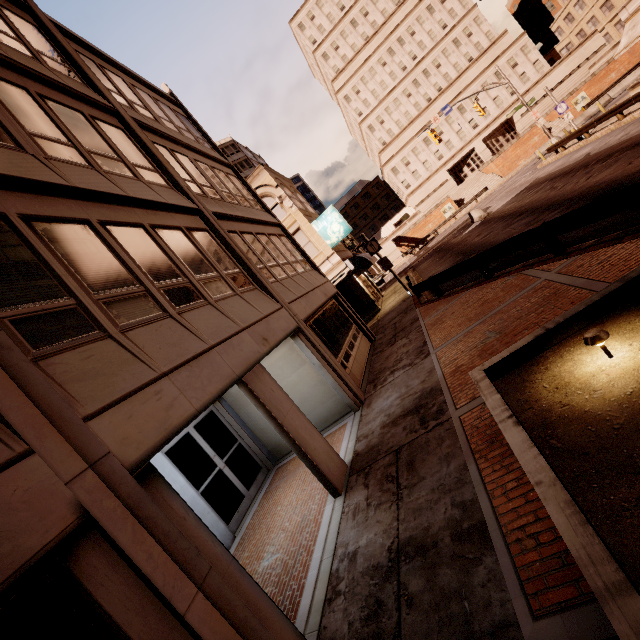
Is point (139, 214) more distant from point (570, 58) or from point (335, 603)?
point (570, 58)

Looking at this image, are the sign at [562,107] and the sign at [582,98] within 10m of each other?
A: no

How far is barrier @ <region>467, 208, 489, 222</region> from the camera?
26.3m

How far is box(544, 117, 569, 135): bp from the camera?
44.1 meters

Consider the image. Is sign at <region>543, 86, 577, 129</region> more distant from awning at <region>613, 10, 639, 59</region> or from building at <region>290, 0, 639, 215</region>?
building at <region>290, 0, 639, 215</region>

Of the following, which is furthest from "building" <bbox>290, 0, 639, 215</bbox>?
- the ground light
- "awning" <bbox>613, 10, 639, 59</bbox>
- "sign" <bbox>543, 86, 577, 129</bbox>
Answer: the ground light

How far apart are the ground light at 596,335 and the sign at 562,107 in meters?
29.2 m

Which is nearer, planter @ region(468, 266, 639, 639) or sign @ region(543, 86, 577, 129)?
planter @ region(468, 266, 639, 639)
